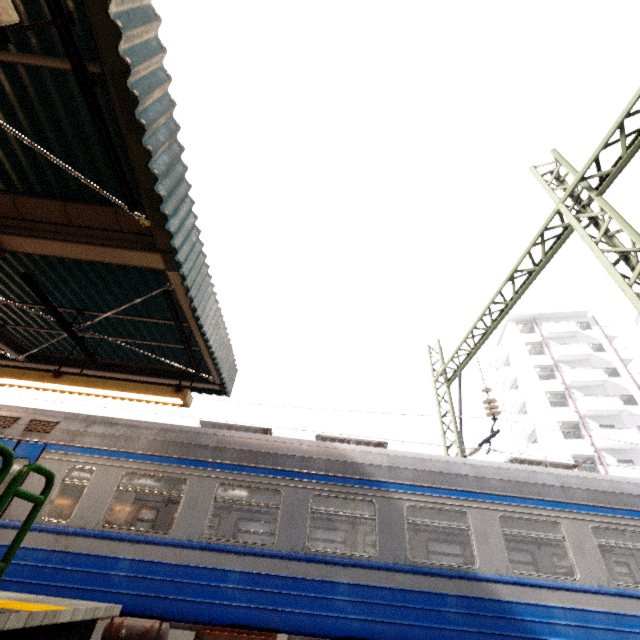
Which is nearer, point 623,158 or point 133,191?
point 133,191

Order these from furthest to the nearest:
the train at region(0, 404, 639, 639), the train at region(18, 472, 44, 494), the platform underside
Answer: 1. the train at region(18, 472, 44, 494)
2. the train at region(0, 404, 639, 639)
3. the platform underside

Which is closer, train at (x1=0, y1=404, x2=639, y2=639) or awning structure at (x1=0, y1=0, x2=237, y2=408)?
awning structure at (x1=0, y1=0, x2=237, y2=408)

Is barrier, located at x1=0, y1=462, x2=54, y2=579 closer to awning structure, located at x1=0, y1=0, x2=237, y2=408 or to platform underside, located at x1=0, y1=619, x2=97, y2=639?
platform underside, located at x1=0, y1=619, x2=97, y2=639

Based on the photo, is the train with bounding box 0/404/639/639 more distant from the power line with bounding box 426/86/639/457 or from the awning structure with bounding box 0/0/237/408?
the awning structure with bounding box 0/0/237/408

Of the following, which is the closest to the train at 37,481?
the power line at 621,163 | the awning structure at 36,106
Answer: the power line at 621,163

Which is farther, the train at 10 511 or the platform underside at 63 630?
the train at 10 511

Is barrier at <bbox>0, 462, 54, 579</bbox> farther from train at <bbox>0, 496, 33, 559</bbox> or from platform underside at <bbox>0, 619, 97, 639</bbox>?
train at <bbox>0, 496, 33, 559</bbox>
